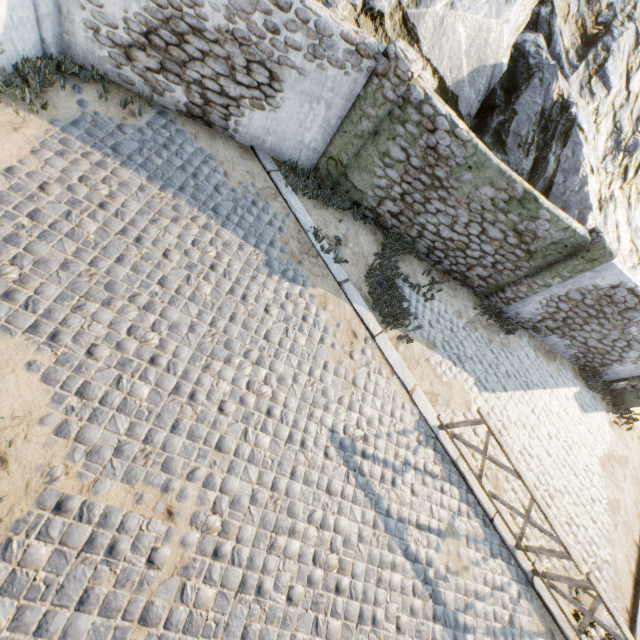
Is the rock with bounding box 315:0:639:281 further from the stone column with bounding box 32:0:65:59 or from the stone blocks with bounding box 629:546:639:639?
the stone column with bounding box 32:0:65:59

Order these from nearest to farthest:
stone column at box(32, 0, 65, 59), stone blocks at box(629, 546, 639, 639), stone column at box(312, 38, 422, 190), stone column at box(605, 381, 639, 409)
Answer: stone column at box(32, 0, 65, 59) < stone column at box(312, 38, 422, 190) < stone blocks at box(629, 546, 639, 639) < stone column at box(605, 381, 639, 409)

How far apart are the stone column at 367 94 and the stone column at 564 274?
5.5 meters

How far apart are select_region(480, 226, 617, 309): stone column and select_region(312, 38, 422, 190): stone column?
5.5 meters

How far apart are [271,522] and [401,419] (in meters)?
3.24

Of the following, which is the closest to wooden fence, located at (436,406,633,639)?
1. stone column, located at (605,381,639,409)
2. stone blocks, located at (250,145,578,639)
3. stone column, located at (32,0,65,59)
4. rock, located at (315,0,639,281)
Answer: stone blocks, located at (250,145,578,639)

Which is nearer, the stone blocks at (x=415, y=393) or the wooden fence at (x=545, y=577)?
the wooden fence at (x=545, y=577)

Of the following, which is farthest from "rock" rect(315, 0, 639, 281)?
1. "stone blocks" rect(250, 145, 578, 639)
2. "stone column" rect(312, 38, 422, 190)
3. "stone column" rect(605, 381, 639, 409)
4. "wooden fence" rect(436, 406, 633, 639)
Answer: "wooden fence" rect(436, 406, 633, 639)
